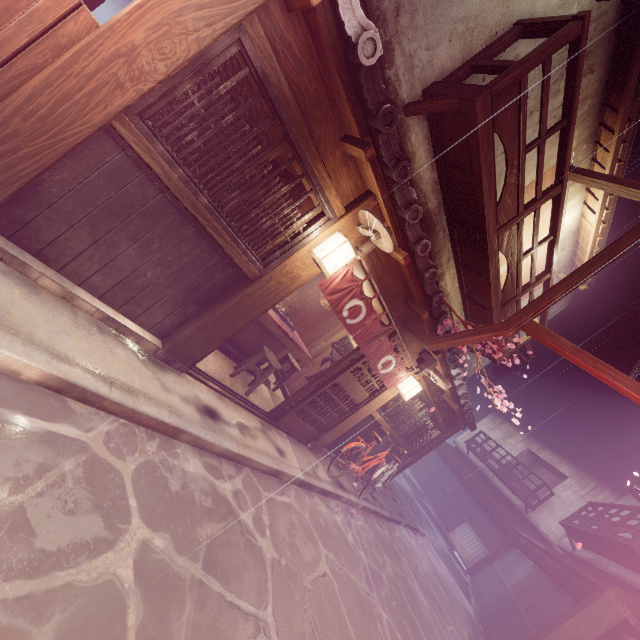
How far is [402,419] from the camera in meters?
14.3 m

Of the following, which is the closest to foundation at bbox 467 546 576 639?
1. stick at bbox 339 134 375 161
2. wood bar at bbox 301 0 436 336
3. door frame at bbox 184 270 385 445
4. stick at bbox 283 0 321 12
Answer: wood bar at bbox 301 0 436 336

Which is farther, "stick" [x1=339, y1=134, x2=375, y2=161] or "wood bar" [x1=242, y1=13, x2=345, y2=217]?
"stick" [x1=339, y1=134, x2=375, y2=161]

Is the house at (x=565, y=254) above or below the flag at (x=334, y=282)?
above

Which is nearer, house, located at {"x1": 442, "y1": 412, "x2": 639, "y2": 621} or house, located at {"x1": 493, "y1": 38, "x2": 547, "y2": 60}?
house, located at {"x1": 493, "y1": 38, "x2": 547, "y2": 60}

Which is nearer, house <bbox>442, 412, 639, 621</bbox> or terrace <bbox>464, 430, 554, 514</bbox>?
house <bbox>442, 412, 639, 621</bbox>

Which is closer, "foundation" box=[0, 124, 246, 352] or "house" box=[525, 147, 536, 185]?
"foundation" box=[0, 124, 246, 352]

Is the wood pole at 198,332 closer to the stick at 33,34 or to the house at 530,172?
the house at 530,172
